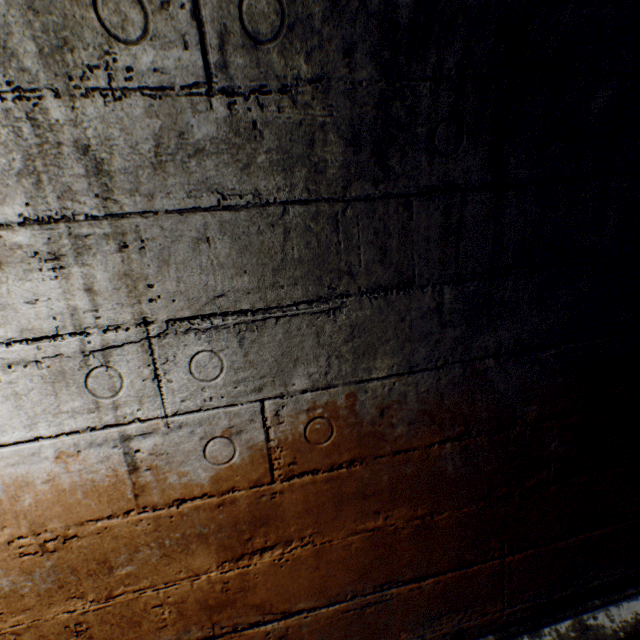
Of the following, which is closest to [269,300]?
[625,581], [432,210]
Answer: [432,210]
